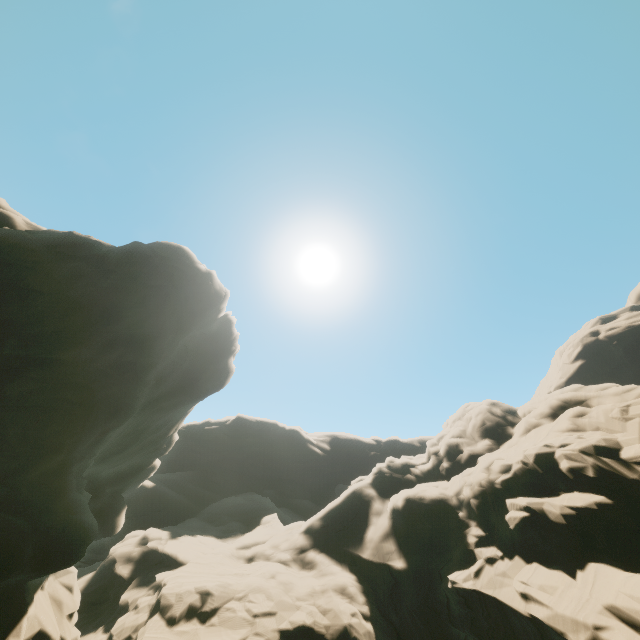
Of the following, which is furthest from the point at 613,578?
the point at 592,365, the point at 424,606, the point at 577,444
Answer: the point at 592,365
